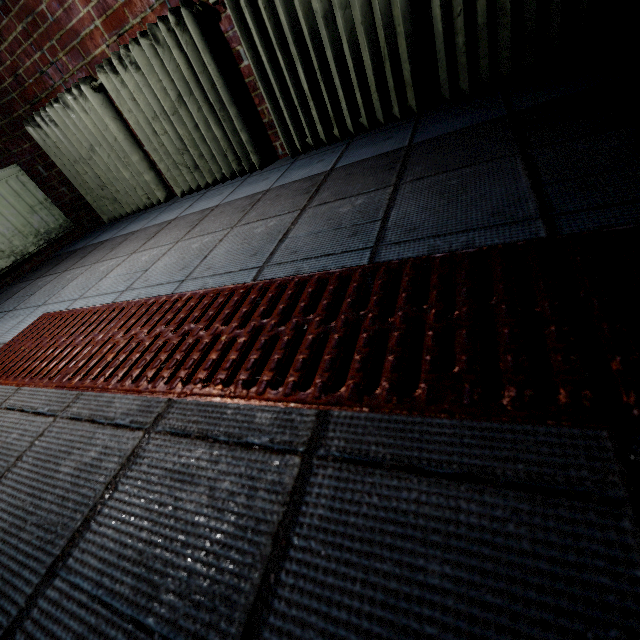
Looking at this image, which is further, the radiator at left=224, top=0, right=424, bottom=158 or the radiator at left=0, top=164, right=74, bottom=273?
the radiator at left=0, top=164, right=74, bottom=273

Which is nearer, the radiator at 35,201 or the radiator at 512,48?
the radiator at 512,48

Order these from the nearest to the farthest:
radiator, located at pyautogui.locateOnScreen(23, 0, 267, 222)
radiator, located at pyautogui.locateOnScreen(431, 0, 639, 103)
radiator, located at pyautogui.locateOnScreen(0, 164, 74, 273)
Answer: radiator, located at pyautogui.locateOnScreen(431, 0, 639, 103) → radiator, located at pyautogui.locateOnScreen(23, 0, 267, 222) → radiator, located at pyautogui.locateOnScreen(0, 164, 74, 273)

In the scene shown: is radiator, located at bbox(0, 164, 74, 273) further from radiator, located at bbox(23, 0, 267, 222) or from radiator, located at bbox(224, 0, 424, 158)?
radiator, located at bbox(224, 0, 424, 158)

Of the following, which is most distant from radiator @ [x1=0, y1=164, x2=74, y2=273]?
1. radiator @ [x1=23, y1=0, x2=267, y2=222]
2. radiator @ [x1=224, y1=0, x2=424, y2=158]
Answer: radiator @ [x1=224, y1=0, x2=424, y2=158]

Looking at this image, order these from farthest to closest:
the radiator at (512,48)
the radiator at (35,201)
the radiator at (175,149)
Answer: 1. the radiator at (35,201)
2. the radiator at (175,149)
3. the radiator at (512,48)

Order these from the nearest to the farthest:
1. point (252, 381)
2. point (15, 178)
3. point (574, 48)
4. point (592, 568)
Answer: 1. point (592, 568)
2. point (252, 381)
3. point (574, 48)
4. point (15, 178)
